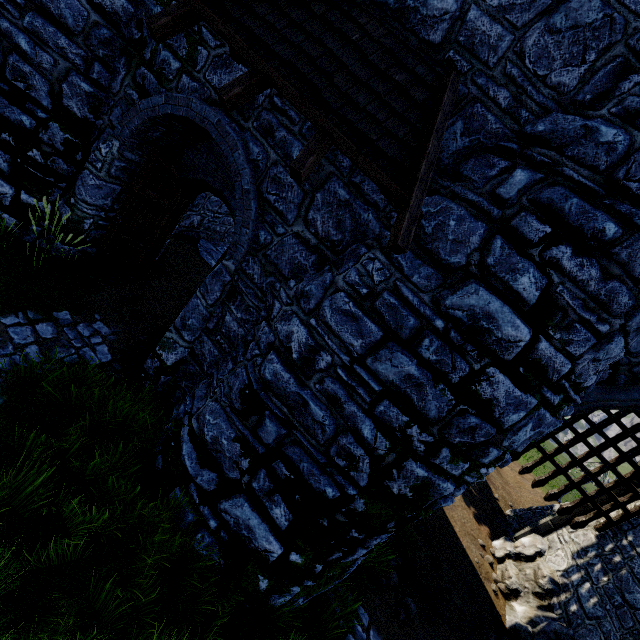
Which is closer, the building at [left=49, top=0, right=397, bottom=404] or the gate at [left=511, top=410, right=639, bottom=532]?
the building at [left=49, top=0, right=397, bottom=404]

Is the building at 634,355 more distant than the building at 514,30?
Yes

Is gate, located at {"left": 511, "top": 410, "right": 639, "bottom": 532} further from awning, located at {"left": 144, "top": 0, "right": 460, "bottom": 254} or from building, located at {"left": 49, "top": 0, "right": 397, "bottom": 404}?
awning, located at {"left": 144, "top": 0, "right": 460, "bottom": 254}

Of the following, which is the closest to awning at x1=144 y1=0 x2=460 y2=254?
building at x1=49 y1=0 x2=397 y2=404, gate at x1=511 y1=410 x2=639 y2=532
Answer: building at x1=49 y1=0 x2=397 y2=404

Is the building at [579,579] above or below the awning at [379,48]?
below

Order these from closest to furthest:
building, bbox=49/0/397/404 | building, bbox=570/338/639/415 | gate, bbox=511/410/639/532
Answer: building, bbox=49/0/397/404, building, bbox=570/338/639/415, gate, bbox=511/410/639/532

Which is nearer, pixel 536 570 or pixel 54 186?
pixel 54 186
